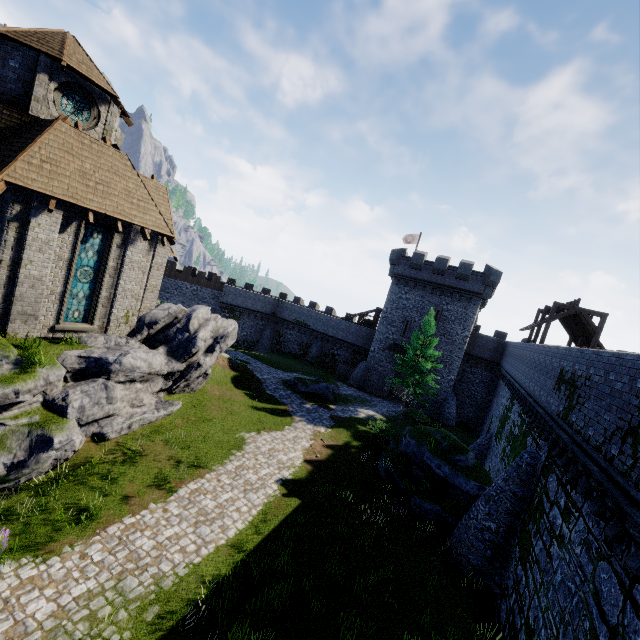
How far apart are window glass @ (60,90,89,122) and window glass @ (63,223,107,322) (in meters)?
5.92

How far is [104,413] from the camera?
A: 13.6 meters

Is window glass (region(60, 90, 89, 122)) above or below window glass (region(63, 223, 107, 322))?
above

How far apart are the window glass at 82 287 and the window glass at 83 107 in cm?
592

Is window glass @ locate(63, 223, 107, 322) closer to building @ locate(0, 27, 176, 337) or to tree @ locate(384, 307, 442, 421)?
building @ locate(0, 27, 176, 337)

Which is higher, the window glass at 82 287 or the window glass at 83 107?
the window glass at 83 107

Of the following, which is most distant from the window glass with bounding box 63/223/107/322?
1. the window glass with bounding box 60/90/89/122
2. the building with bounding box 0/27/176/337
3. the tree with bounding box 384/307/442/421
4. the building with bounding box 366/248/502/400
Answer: the building with bounding box 366/248/502/400

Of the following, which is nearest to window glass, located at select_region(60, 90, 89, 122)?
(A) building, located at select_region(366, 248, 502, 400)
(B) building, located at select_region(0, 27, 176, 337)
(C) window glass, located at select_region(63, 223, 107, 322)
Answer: (B) building, located at select_region(0, 27, 176, 337)
